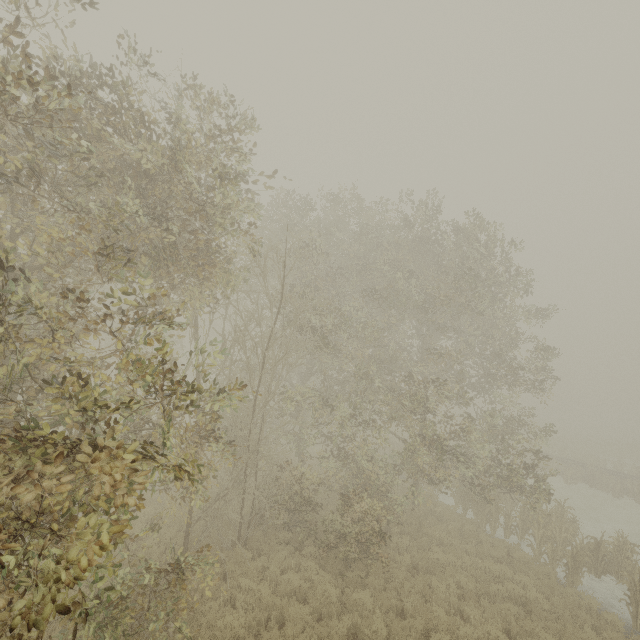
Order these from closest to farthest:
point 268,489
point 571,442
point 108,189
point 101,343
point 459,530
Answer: point 108,189 < point 268,489 < point 459,530 < point 101,343 < point 571,442
